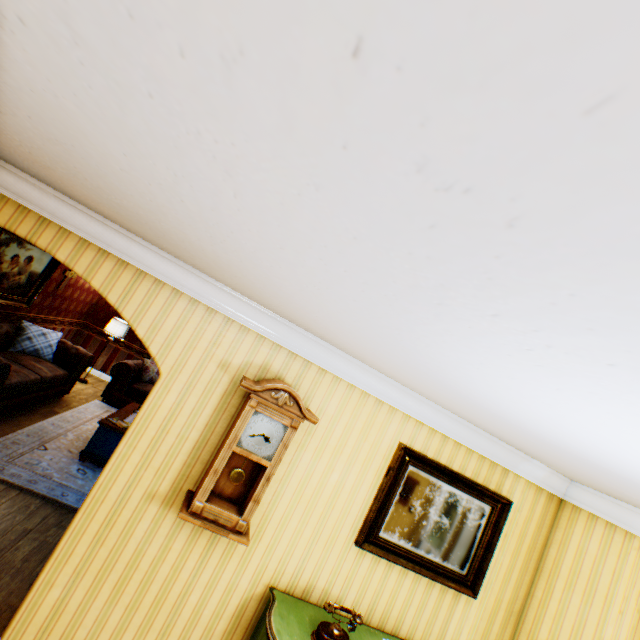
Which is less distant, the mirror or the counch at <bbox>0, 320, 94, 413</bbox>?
Answer: the mirror

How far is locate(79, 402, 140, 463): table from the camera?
5.1m

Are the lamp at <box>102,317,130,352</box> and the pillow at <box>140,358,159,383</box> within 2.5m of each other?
yes

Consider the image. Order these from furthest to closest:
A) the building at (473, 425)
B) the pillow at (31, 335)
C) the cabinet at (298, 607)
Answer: the pillow at (31, 335), the cabinet at (298, 607), the building at (473, 425)

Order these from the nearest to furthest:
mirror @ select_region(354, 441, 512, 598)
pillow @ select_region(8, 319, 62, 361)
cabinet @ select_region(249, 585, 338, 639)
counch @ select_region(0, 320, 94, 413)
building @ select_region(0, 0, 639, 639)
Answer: building @ select_region(0, 0, 639, 639) → cabinet @ select_region(249, 585, 338, 639) → mirror @ select_region(354, 441, 512, 598) → counch @ select_region(0, 320, 94, 413) → pillow @ select_region(8, 319, 62, 361)

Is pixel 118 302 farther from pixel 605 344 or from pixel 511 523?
pixel 511 523

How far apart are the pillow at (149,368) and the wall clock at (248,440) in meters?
6.8

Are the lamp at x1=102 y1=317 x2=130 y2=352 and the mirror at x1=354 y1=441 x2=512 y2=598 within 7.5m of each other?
no
